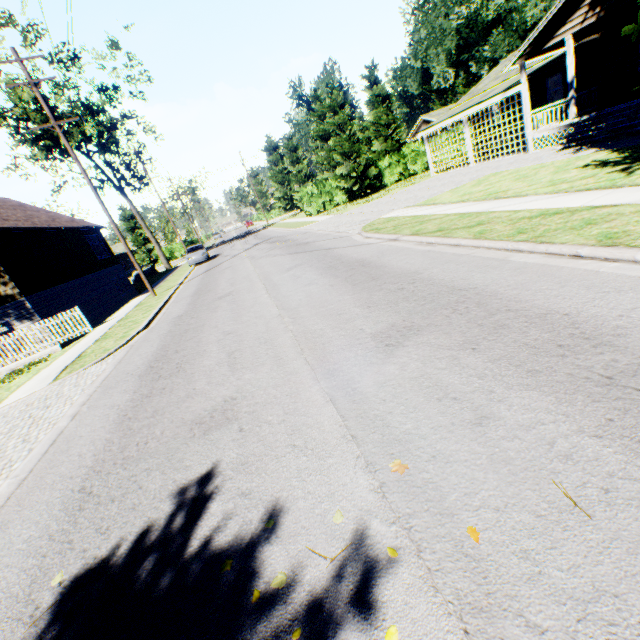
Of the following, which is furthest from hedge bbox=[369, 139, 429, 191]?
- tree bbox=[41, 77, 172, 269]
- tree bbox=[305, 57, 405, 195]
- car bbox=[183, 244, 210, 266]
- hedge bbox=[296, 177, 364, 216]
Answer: tree bbox=[41, 77, 172, 269]

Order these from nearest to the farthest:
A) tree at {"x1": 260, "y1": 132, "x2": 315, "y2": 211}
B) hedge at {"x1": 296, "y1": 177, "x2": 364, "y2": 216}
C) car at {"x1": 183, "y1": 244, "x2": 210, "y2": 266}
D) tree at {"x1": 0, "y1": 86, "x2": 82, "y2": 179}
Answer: tree at {"x1": 0, "y1": 86, "x2": 82, "y2": 179}, car at {"x1": 183, "y1": 244, "x2": 210, "y2": 266}, hedge at {"x1": 296, "y1": 177, "x2": 364, "y2": 216}, tree at {"x1": 260, "y1": 132, "x2": 315, "y2": 211}

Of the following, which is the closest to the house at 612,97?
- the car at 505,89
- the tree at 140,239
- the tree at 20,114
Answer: the car at 505,89

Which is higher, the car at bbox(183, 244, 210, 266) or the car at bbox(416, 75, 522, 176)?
the car at bbox(416, 75, 522, 176)

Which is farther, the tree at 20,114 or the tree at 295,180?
the tree at 295,180

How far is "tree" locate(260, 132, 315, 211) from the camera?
41.38m

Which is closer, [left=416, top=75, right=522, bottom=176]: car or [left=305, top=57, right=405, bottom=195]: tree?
[left=416, top=75, right=522, bottom=176]: car

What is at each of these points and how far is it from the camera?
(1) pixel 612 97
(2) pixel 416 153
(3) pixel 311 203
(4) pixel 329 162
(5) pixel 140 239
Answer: (1) house, 17.7m
(2) hedge, 34.0m
(3) hedge, 33.0m
(4) tree, 38.6m
(5) tree, 52.7m
